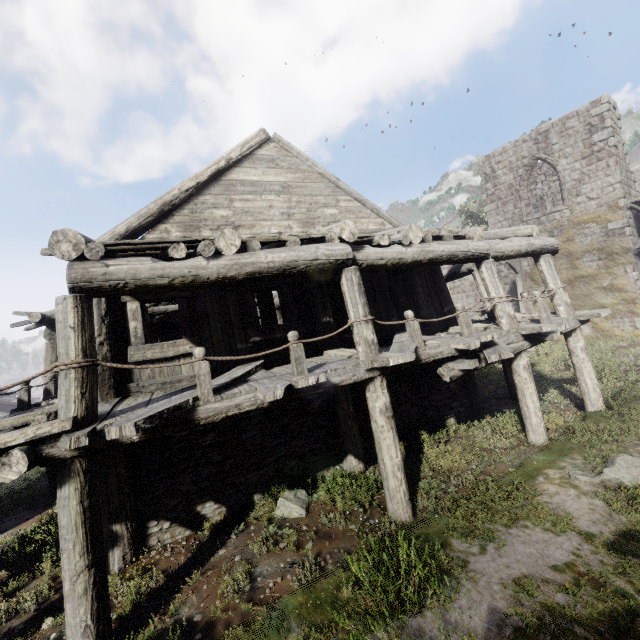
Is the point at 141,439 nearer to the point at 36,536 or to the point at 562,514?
the point at 36,536
